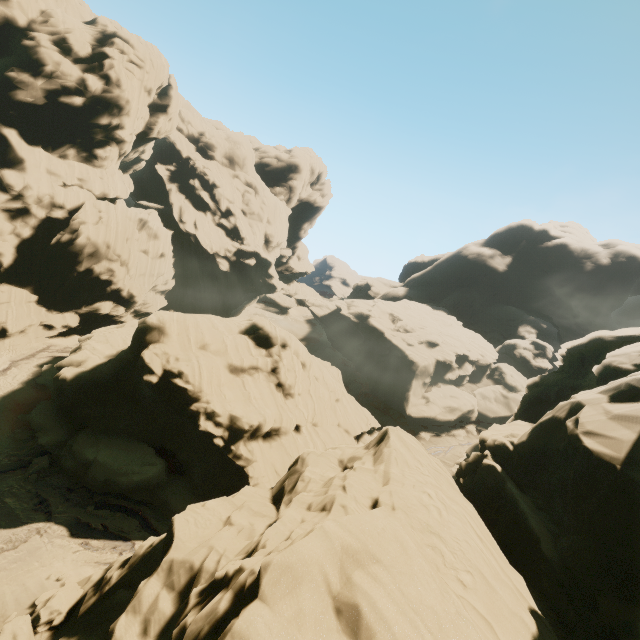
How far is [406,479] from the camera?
12.0m
